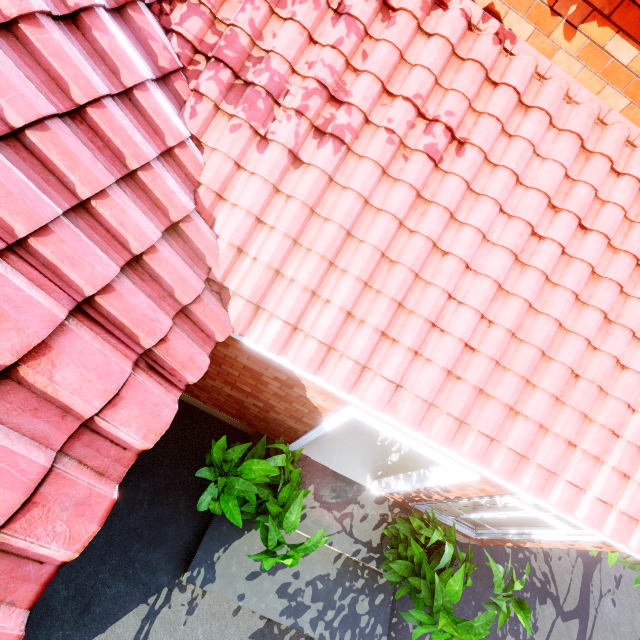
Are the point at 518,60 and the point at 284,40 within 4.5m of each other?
yes

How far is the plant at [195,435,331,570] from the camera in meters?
3.2 m

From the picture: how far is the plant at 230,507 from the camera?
3.18m
